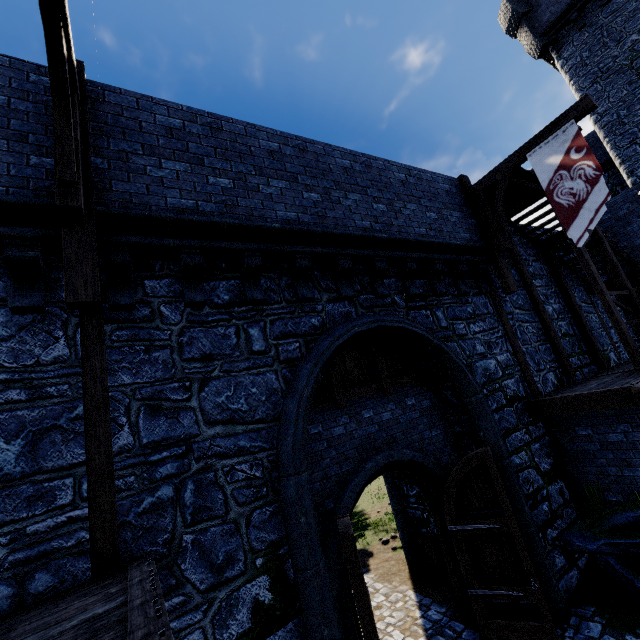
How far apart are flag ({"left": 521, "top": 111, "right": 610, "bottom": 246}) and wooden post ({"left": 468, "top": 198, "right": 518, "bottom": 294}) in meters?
1.6

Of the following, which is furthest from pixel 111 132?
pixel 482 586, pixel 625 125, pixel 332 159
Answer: pixel 625 125

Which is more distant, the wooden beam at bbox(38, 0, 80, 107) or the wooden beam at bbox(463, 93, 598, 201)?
the wooden beam at bbox(463, 93, 598, 201)

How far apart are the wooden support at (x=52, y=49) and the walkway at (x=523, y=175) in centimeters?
980cm

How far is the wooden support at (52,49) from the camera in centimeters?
370cm

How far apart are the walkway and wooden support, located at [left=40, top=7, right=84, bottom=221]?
9.8 meters

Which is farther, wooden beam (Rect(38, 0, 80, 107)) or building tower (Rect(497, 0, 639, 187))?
building tower (Rect(497, 0, 639, 187))

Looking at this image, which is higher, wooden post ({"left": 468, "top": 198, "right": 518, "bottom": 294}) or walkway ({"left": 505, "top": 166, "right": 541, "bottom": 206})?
walkway ({"left": 505, "top": 166, "right": 541, "bottom": 206})
